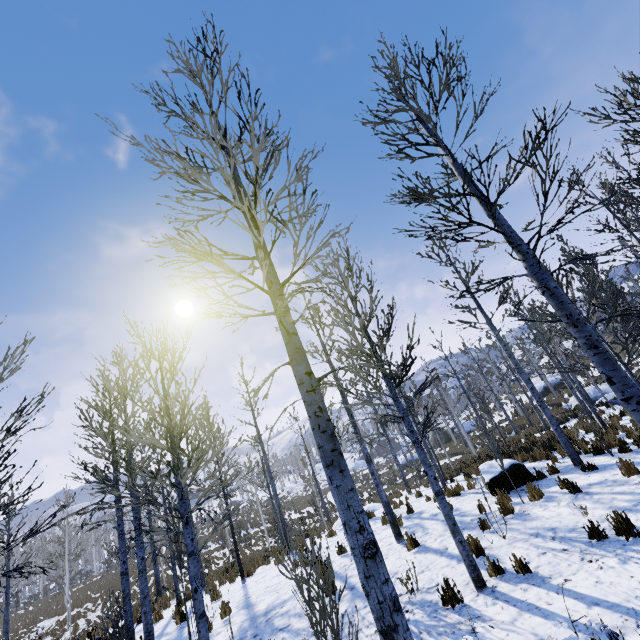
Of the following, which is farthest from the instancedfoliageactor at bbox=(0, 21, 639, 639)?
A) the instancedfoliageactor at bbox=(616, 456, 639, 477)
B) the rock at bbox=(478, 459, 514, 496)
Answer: the instancedfoliageactor at bbox=(616, 456, 639, 477)

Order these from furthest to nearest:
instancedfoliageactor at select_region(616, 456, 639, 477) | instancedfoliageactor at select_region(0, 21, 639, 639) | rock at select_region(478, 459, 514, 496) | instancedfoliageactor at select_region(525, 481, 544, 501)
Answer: rock at select_region(478, 459, 514, 496) → instancedfoliageactor at select_region(525, 481, 544, 501) → instancedfoliageactor at select_region(616, 456, 639, 477) → instancedfoliageactor at select_region(0, 21, 639, 639)

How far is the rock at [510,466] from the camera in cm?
977

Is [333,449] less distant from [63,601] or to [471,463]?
[471,463]

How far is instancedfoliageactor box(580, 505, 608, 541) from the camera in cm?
545

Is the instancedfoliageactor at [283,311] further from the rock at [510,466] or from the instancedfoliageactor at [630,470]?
the instancedfoliageactor at [630,470]

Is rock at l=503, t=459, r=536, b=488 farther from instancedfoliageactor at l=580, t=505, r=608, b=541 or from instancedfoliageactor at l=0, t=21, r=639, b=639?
instancedfoliageactor at l=580, t=505, r=608, b=541
